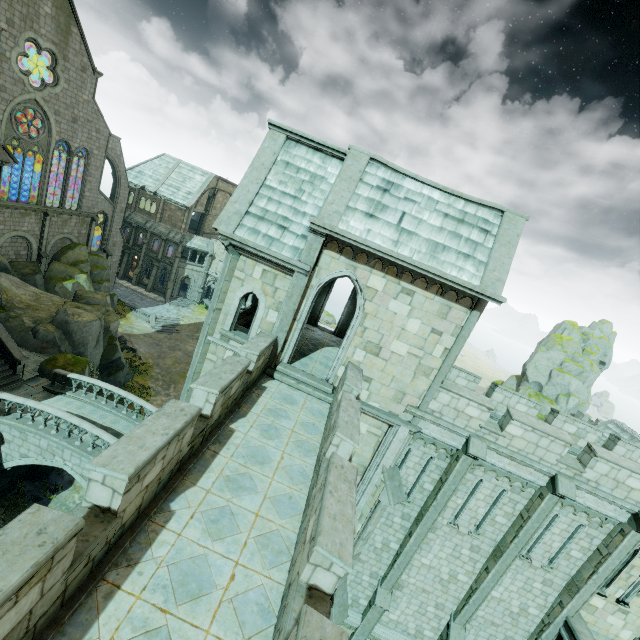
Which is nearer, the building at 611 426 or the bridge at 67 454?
the bridge at 67 454

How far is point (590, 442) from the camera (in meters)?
14.98

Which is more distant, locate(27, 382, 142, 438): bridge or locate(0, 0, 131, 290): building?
locate(0, 0, 131, 290): building

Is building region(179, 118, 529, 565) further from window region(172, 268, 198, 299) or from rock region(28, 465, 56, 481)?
window region(172, 268, 198, 299)

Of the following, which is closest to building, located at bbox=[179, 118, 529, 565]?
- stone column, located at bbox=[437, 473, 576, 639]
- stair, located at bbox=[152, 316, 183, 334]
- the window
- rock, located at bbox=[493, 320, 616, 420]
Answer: stone column, located at bbox=[437, 473, 576, 639]

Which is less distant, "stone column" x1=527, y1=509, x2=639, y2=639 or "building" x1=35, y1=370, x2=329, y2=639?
"building" x1=35, y1=370, x2=329, y2=639

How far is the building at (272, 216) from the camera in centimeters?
1078cm

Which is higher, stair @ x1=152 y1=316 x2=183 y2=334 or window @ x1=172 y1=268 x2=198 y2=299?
window @ x1=172 y1=268 x2=198 y2=299
